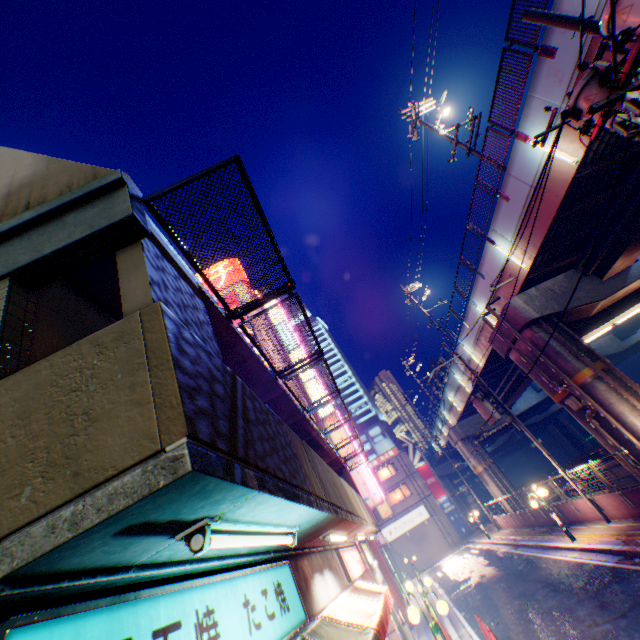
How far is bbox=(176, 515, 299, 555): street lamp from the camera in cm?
215

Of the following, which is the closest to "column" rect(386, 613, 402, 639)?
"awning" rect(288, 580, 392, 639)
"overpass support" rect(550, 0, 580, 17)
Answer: "awning" rect(288, 580, 392, 639)

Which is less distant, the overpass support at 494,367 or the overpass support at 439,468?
the overpass support at 494,367

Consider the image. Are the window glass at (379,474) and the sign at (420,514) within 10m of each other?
yes

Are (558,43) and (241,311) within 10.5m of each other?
no

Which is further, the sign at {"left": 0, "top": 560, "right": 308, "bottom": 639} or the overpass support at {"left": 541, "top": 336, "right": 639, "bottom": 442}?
the overpass support at {"left": 541, "top": 336, "right": 639, "bottom": 442}

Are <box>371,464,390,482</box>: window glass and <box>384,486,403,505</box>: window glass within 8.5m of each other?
yes

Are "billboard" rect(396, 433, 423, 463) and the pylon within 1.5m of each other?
no
